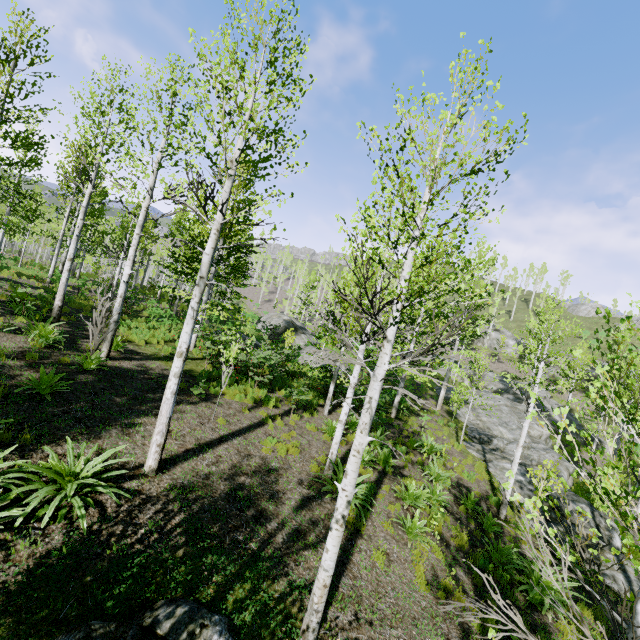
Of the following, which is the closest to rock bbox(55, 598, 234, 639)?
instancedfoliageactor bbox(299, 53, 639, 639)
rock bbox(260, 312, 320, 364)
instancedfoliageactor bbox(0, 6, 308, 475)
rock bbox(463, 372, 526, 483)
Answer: instancedfoliageactor bbox(299, 53, 639, 639)

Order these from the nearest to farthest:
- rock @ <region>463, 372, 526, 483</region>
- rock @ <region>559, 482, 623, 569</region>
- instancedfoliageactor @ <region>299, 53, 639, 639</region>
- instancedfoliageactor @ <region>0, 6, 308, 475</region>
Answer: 1. instancedfoliageactor @ <region>299, 53, 639, 639</region>
2. instancedfoliageactor @ <region>0, 6, 308, 475</region>
3. rock @ <region>559, 482, 623, 569</region>
4. rock @ <region>463, 372, 526, 483</region>

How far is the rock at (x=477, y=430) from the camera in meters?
16.7

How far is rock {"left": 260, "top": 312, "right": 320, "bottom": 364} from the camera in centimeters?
2159cm

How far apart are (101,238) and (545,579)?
33.1 meters

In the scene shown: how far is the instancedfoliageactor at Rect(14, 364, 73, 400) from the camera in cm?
682

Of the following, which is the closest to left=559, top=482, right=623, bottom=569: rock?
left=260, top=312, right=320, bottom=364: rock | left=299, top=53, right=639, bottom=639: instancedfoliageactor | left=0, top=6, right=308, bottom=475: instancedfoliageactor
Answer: left=299, top=53, right=639, bottom=639: instancedfoliageactor

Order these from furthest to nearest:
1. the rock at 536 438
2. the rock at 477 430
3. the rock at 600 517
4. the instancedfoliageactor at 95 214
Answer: the rock at 477 430
the rock at 536 438
the rock at 600 517
the instancedfoliageactor at 95 214
